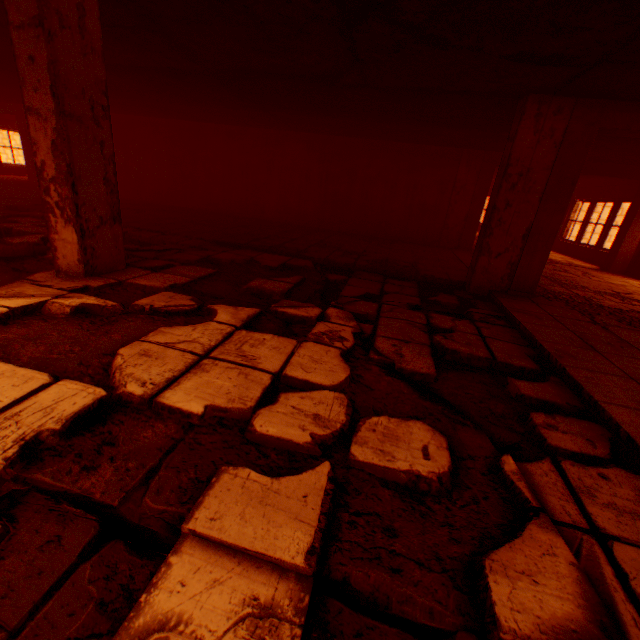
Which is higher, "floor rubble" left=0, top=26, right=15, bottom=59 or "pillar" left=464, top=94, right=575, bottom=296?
"floor rubble" left=0, top=26, right=15, bottom=59

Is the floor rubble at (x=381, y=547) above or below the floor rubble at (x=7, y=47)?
below

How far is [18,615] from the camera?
0.99m

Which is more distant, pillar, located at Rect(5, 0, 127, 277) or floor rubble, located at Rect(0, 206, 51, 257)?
floor rubble, located at Rect(0, 206, 51, 257)

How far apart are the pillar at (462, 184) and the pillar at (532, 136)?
4.6m

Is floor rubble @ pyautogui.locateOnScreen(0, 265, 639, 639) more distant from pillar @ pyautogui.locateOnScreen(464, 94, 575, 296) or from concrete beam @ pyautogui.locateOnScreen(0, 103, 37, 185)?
concrete beam @ pyautogui.locateOnScreen(0, 103, 37, 185)

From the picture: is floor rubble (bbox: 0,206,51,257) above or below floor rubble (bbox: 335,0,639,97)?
below

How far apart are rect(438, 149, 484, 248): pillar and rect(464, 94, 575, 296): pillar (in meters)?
4.60
